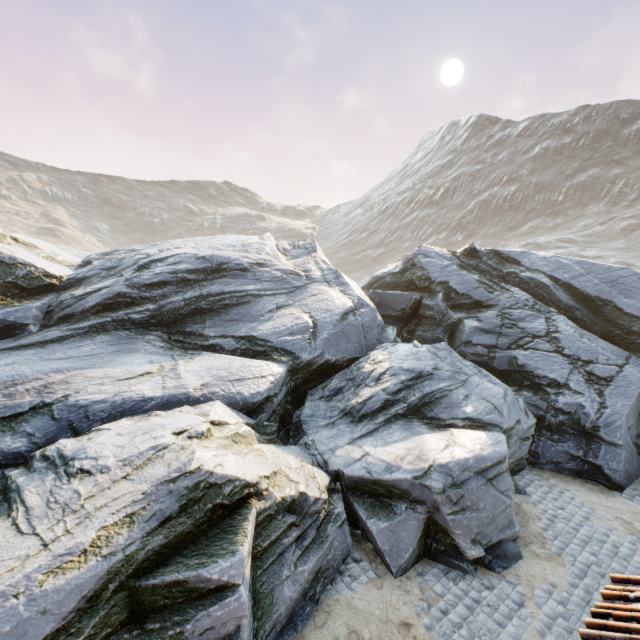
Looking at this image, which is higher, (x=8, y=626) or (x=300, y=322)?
(x=300, y=322)
